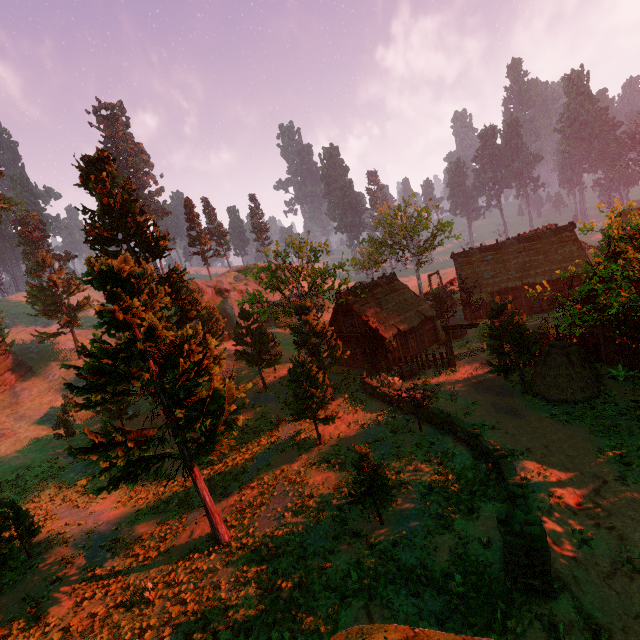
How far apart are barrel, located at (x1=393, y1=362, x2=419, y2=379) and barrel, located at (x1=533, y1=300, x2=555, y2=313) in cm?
1613

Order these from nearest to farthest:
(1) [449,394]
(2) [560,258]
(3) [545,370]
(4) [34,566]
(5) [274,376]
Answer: (4) [34,566] < (3) [545,370] < (1) [449,394] < (2) [560,258] < (5) [274,376]

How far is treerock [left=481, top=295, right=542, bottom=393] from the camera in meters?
18.1

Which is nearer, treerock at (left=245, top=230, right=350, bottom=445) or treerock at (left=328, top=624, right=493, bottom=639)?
treerock at (left=328, top=624, right=493, bottom=639)

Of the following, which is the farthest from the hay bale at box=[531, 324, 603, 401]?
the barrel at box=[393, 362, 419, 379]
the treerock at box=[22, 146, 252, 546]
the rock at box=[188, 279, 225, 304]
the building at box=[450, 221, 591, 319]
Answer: the rock at box=[188, 279, 225, 304]

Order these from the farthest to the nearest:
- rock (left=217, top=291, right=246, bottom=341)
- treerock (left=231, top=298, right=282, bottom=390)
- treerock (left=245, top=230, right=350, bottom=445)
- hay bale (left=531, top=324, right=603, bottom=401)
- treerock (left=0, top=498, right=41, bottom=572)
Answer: rock (left=217, top=291, right=246, bottom=341) → treerock (left=231, top=298, right=282, bottom=390) → treerock (left=245, top=230, right=350, bottom=445) → hay bale (left=531, top=324, right=603, bottom=401) → treerock (left=0, top=498, right=41, bottom=572)

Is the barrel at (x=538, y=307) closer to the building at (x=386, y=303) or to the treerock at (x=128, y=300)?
the treerock at (x=128, y=300)

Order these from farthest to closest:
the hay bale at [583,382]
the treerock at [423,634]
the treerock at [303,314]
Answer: the treerock at [303,314] < the hay bale at [583,382] < the treerock at [423,634]
